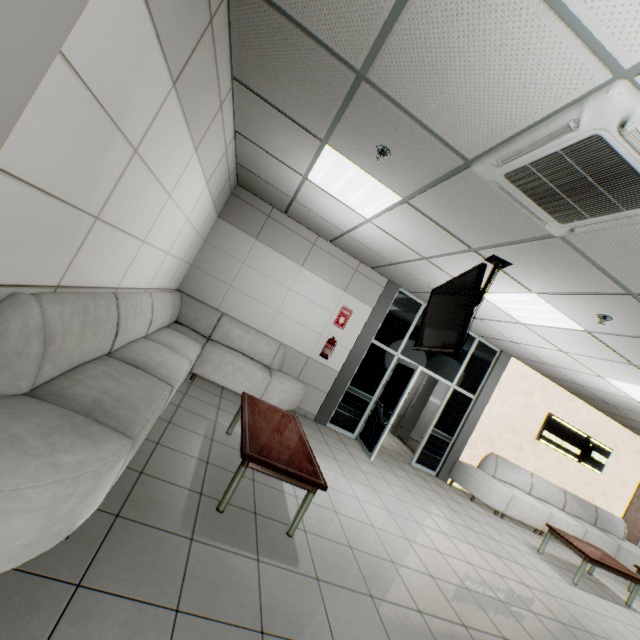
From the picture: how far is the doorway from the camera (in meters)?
6.37

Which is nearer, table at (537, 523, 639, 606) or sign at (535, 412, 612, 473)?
table at (537, 523, 639, 606)

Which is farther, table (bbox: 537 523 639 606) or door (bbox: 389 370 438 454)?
door (bbox: 389 370 438 454)

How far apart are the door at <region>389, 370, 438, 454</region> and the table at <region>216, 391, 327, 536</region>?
5.35m

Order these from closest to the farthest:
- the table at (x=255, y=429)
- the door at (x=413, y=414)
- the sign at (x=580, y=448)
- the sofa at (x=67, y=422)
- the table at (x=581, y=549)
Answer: the sofa at (x=67, y=422) < the table at (x=255, y=429) < the table at (x=581, y=549) < the sign at (x=580, y=448) < the door at (x=413, y=414)

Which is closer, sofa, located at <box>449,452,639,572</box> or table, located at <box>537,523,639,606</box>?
table, located at <box>537,523,639,606</box>

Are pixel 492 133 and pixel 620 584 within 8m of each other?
no

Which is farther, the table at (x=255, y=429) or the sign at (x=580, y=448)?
the sign at (x=580, y=448)
